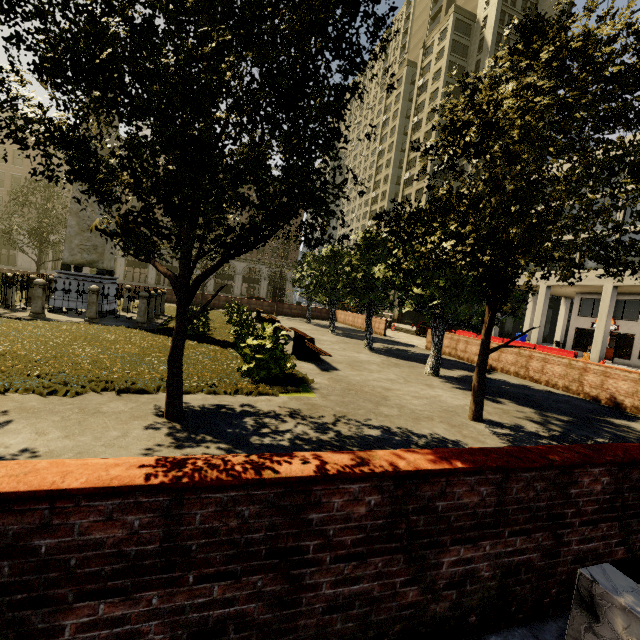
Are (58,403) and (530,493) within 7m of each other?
yes

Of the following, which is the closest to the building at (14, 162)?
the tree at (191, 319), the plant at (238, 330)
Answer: the tree at (191, 319)

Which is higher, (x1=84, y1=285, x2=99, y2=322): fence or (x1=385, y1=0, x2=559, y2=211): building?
(x1=385, y1=0, x2=559, y2=211): building

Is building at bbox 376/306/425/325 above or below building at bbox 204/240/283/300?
below

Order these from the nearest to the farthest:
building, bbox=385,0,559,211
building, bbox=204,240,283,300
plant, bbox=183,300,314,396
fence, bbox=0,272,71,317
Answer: plant, bbox=183,300,314,396 < fence, bbox=0,272,71,317 < building, bbox=385,0,559,211 < building, bbox=204,240,283,300

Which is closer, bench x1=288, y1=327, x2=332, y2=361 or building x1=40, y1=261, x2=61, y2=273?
bench x1=288, y1=327, x2=332, y2=361

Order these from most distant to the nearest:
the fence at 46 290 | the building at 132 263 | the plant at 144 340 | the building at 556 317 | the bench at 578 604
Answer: the building at 132 263 < the building at 556 317 < the fence at 46 290 < the plant at 144 340 < the bench at 578 604

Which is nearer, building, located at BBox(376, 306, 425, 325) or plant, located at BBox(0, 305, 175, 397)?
plant, located at BBox(0, 305, 175, 397)
